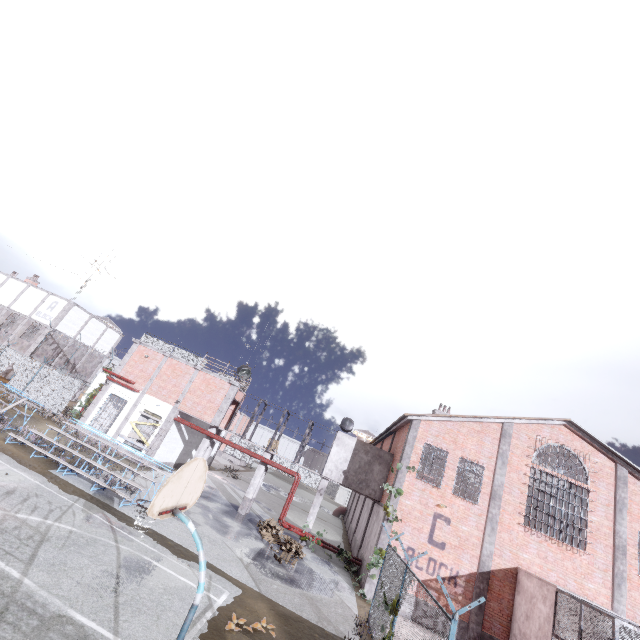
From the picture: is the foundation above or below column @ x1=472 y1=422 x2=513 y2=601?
below

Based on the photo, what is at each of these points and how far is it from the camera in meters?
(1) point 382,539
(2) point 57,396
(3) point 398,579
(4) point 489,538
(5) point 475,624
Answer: (1) column, 16.4 m
(2) fence, 25.0 m
(3) fence, 10.7 m
(4) column, 16.3 m
(5) column, 14.9 m

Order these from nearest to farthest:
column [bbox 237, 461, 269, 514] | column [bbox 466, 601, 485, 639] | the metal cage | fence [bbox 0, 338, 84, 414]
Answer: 1. the metal cage
2. column [bbox 466, 601, 485, 639]
3. column [bbox 237, 461, 269, 514]
4. fence [bbox 0, 338, 84, 414]

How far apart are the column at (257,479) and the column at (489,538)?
13.07m

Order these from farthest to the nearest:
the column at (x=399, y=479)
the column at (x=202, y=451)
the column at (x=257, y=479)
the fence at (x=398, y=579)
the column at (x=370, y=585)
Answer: the column at (x=202, y=451) < the column at (x=257, y=479) < the column at (x=399, y=479) < the column at (x=370, y=585) < the fence at (x=398, y=579)

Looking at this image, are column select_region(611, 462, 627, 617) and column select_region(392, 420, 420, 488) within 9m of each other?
no

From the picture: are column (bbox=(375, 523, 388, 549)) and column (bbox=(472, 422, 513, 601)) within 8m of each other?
yes

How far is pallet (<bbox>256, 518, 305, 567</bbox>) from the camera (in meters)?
16.00
